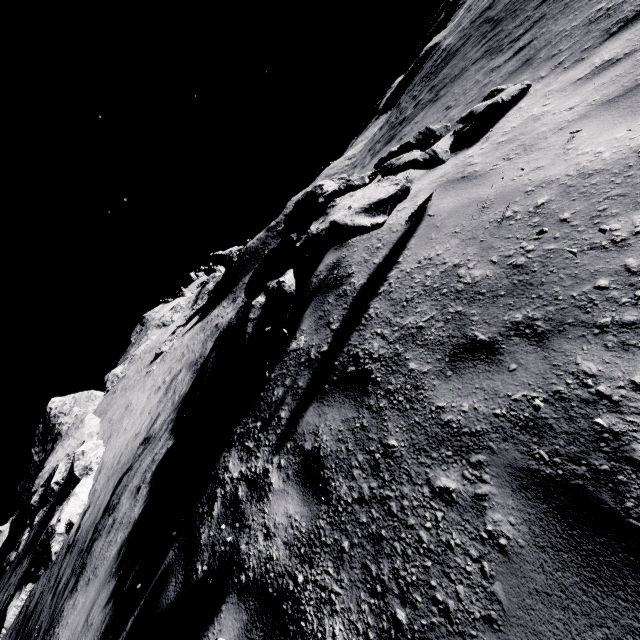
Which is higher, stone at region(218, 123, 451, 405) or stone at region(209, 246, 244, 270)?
stone at region(209, 246, 244, 270)

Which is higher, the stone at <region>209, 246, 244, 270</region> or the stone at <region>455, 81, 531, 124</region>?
the stone at <region>209, 246, 244, 270</region>

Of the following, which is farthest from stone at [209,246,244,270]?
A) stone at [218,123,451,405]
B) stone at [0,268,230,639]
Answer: stone at [218,123,451,405]

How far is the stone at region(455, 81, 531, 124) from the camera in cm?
509

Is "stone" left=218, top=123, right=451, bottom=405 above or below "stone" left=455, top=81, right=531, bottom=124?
above

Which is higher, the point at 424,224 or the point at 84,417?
the point at 84,417

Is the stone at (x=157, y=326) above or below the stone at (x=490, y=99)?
above

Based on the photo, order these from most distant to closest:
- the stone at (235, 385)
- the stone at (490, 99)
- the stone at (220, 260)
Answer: the stone at (220, 260)
the stone at (490, 99)
the stone at (235, 385)
